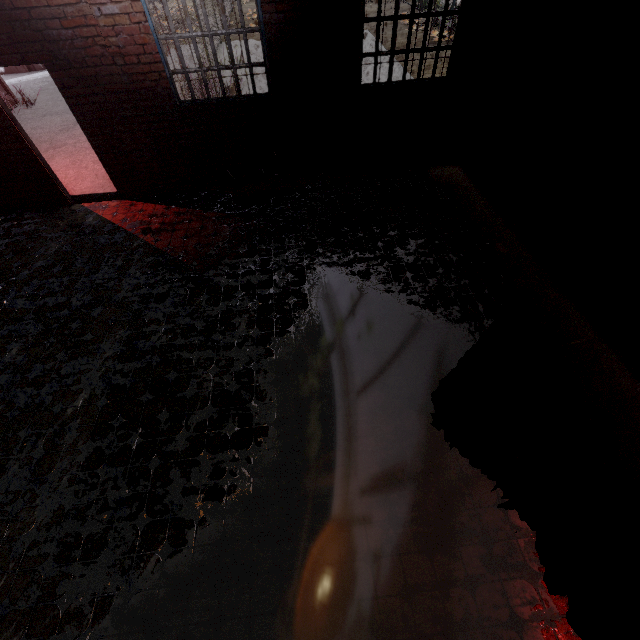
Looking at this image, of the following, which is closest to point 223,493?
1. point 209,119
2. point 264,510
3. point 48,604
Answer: point 264,510
